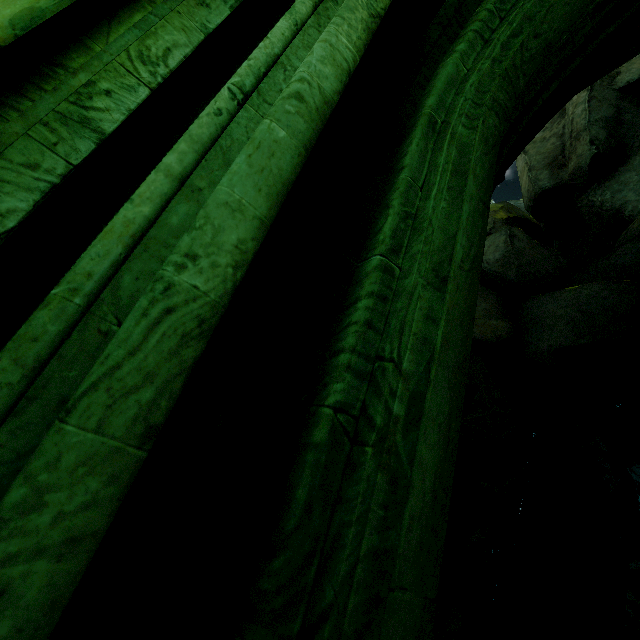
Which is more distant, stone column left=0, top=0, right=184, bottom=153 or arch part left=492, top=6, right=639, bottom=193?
arch part left=492, top=6, right=639, bottom=193

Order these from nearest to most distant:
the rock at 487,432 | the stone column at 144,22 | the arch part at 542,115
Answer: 1. the stone column at 144,22
2. the arch part at 542,115
3. the rock at 487,432

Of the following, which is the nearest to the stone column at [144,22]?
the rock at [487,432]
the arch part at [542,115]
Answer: the arch part at [542,115]

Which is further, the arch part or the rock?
the rock

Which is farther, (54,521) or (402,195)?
(402,195)

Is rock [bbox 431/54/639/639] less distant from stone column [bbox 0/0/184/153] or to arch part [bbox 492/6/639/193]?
arch part [bbox 492/6/639/193]
